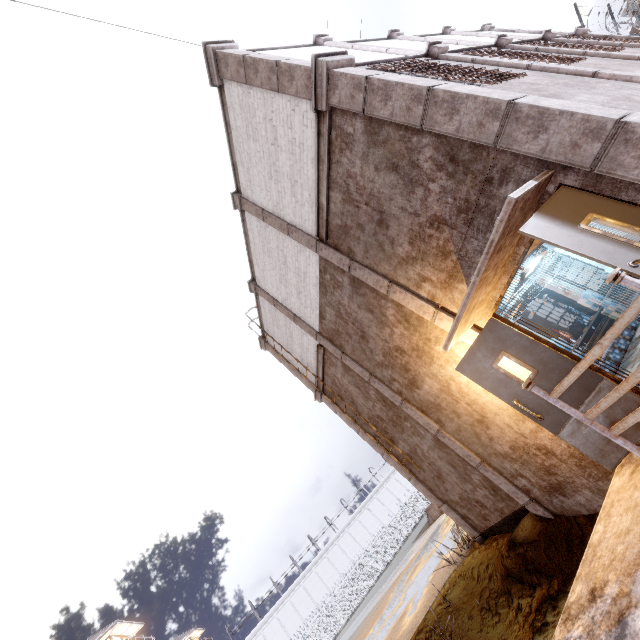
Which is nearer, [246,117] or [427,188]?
[427,188]

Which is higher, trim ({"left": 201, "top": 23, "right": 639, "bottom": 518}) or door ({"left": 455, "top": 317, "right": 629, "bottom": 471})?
trim ({"left": 201, "top": 23, "right": 639, "bottom": 518})

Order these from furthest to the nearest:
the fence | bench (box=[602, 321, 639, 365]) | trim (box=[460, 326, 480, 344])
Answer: the fence → bench (box=[602, 321, 639, 365]) → trim (box=[460, 326, 480, 344])

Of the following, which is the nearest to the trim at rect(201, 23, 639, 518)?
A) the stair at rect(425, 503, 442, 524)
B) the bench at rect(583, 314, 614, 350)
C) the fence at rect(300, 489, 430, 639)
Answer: the fence at rect(300, 489, 430, 639)

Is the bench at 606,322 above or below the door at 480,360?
below

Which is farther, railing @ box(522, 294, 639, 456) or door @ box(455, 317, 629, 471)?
door @ box(455, 317, 629, 471)

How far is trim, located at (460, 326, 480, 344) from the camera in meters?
5.2 m

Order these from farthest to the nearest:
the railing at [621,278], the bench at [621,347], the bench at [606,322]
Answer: the bench at [606,322] < the bench at [621,347] < the railing at [621,278]
